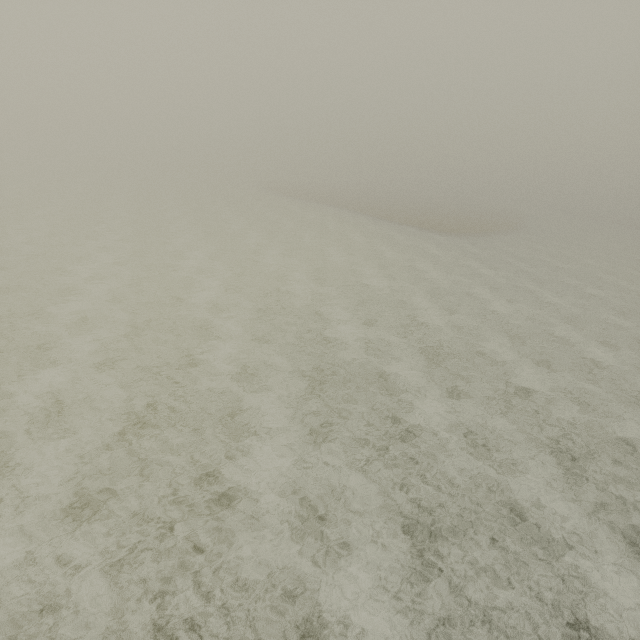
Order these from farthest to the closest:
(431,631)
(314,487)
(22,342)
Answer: (22,342), (314,487), (431,631)
